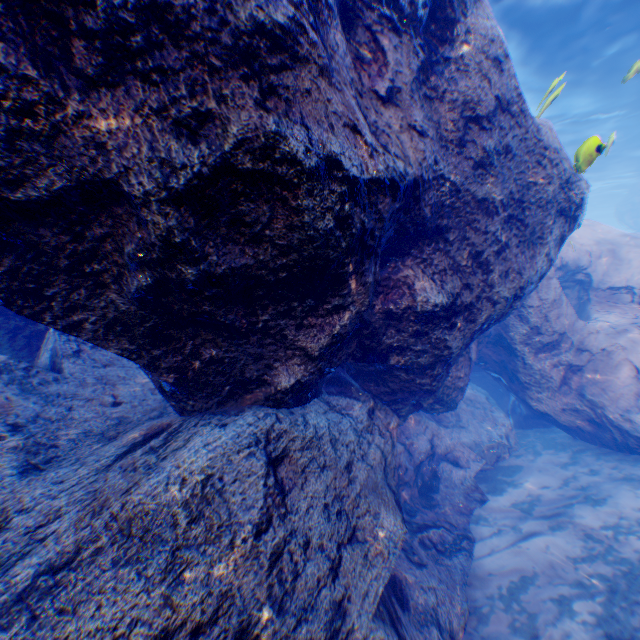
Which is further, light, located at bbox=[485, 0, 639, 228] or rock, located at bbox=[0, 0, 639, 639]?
light, located at bbox=[485, 0, 639, 228]

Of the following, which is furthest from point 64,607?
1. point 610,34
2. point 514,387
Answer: point 610,34

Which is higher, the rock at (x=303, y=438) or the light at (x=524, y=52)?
the light at (x=524, y=52)

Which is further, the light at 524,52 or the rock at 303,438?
the light at 524,52

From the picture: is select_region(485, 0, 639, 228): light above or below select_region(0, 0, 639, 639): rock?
above
